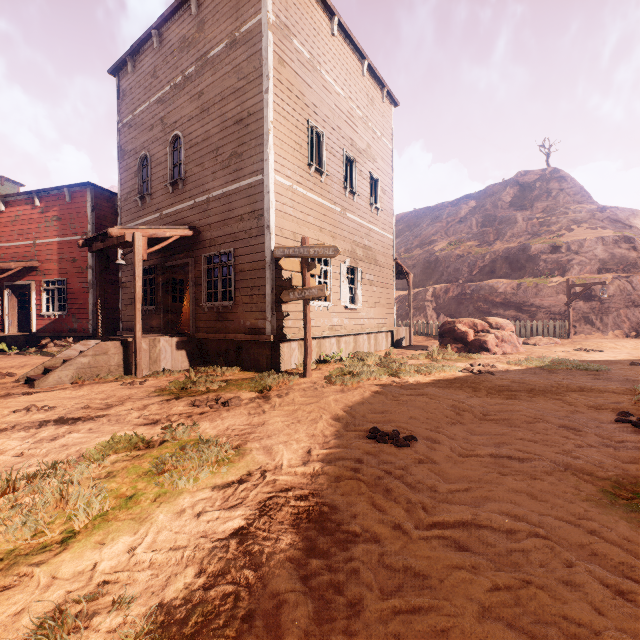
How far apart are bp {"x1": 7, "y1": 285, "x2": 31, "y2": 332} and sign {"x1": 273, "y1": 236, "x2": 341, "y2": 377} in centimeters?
1450cm

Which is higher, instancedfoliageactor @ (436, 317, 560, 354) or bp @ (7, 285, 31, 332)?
bp @ (7, 285, 31, 332)

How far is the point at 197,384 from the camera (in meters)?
6.75

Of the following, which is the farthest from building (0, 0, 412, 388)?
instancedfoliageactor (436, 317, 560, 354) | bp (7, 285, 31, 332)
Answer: instancedfoliageactor (436, 317, 560, 354)

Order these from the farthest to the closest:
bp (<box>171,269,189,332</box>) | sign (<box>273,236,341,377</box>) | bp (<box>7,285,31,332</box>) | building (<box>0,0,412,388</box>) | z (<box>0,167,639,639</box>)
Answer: bp (<box>7,285,31,332</box>), bp (<box>171,269,189,332</box>), building (<box>0,0,412,388</box>), sign (<box>273,236,341,377</box>), z (<box>0,167,639,639</box>)

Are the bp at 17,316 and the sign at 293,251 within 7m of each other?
no

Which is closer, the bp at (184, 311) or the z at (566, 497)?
the z at (566, 497)

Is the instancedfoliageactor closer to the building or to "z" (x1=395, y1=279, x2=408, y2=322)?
"z" (x1=395, y1=279, x2=408, y2=322)
